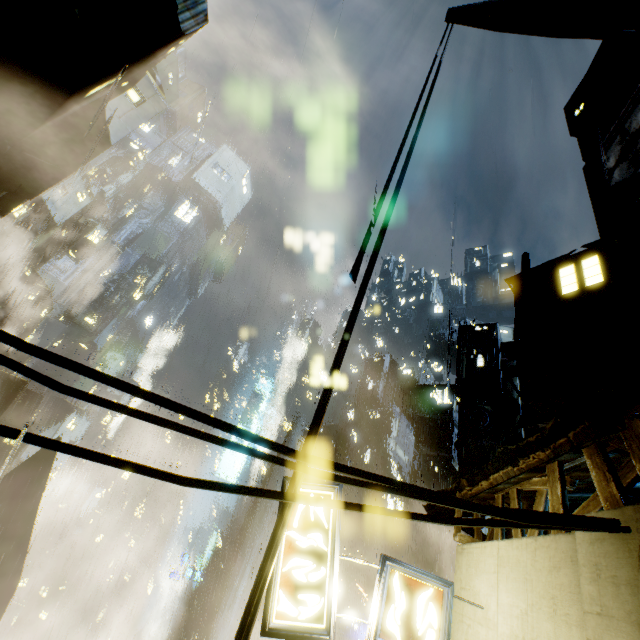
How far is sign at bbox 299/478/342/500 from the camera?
6.4m

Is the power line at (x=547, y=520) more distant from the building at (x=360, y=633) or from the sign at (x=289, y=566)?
the sign at (x=289, y=566)

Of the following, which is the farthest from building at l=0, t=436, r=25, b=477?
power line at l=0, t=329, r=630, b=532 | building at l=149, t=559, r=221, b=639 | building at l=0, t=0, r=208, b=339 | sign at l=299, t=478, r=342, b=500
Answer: sign at l=299, t=478, r=342, b=500

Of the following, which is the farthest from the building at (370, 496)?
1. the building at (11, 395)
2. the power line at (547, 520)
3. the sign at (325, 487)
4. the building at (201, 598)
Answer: the building at (11, 395)

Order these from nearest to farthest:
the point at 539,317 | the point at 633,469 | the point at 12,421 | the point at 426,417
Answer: the point at 633,469
the point at 539,317
the point at 426,417
the point at 12,421

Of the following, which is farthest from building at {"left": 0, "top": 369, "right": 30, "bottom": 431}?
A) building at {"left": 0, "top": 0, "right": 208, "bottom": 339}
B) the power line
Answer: the power line

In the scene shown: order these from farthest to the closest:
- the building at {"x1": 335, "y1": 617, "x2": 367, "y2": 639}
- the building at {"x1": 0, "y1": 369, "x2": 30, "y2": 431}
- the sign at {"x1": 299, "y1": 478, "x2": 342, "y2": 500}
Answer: the building at {"x1": 0, "y1": 369, "x2": 30, "y2": 431}, the building at {"x1": 335, "y1": 617, "x2": 367, "y2": 639}, the sign at {"x1": 299, "y1": 478, "x2": 342, "y2": 500}

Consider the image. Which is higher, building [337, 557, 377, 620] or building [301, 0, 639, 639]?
building [301, 0, 639, 639]
